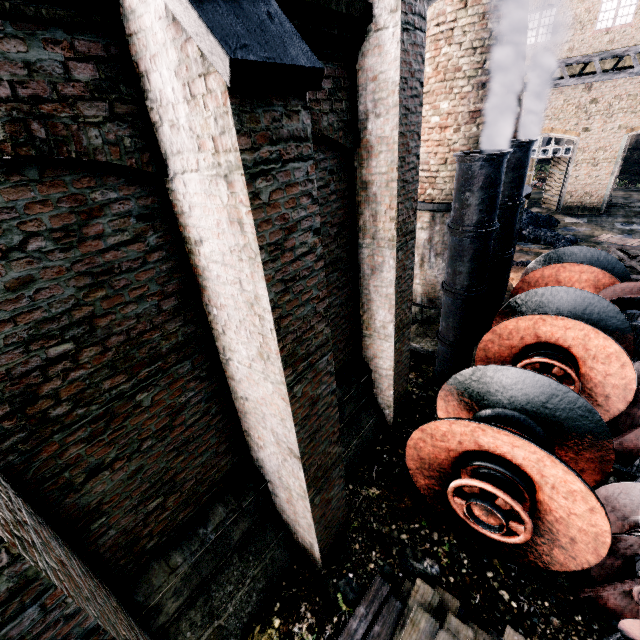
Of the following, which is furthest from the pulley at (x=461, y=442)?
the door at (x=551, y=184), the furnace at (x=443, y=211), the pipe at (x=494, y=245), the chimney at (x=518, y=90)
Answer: the door at (x=551, y=184)

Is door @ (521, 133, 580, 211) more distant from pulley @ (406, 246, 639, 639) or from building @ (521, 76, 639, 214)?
pulley @ (406, 246, 639, 639)

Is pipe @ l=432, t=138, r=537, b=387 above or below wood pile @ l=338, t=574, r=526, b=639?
above

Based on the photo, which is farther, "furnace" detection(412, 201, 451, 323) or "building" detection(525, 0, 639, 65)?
"building" detection(525, 0, 639, 65)

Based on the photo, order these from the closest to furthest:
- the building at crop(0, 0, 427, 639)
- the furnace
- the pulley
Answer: the building at crop(0, 0, 427, 639)
the pulley
the furnace

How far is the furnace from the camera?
10.5m

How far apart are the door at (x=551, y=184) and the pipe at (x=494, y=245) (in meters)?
21.23

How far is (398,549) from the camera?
5.9 meters
